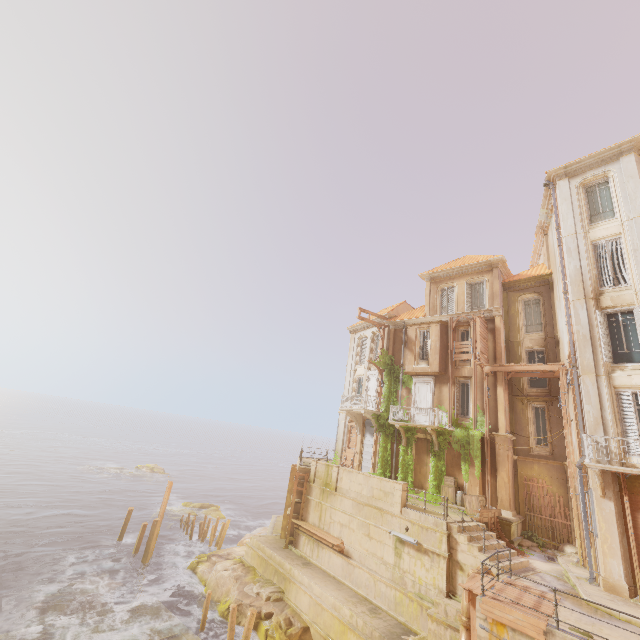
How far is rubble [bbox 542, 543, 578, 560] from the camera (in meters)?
16.32

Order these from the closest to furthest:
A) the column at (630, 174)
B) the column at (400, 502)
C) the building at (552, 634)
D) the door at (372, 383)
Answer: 1. the building at (552, 634)
2. the column at (630, 174)
3. the column at (400, 502)
4. the door at (372, 383)

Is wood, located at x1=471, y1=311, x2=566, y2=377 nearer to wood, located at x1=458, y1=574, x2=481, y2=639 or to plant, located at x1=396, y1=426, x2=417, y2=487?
plant, located at x1=396, y1=426, x2=417, y2=487

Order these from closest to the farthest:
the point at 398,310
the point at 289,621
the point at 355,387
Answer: the point at 289,621
the point at 398,310
the point at 355,387

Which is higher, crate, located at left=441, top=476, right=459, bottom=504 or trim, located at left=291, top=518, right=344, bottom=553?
crate, located at left=441, top=476, right=459, bottom=504

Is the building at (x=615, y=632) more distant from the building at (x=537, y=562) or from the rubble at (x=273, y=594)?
the rubble at (x=273, y=594)

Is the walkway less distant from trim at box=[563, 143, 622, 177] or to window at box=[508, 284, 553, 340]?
window at box=[508, 284, 553, 340]

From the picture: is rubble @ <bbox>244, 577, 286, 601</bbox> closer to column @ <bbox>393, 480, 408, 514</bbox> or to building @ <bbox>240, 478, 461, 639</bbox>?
building @ <bbox>240, 478, 461, 639</bbox>
